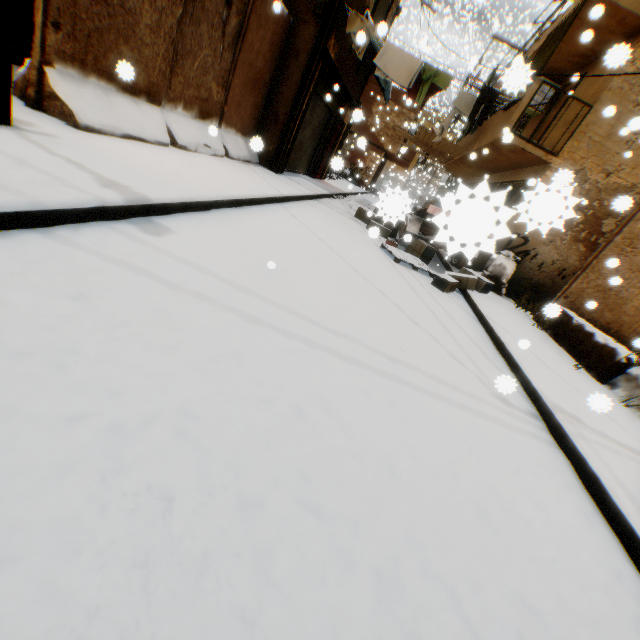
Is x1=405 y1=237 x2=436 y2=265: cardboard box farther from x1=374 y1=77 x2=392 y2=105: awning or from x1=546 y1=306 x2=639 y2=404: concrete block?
x1=374 y1=77 x2=392 y2=105: awning

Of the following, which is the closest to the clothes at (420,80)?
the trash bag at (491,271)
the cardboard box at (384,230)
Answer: the cardboard box at (384,230)

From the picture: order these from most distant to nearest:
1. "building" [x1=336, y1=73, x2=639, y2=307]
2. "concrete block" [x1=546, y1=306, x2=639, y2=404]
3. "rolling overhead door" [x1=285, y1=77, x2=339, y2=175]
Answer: "rolling overhead door" [x1=285, y1=77, x2=339, y2=175]
"concrete block" [x1=546, y1=306, x2=639, y2=404]
"building" [x1=336, y1=73, x2=639, y2=307]

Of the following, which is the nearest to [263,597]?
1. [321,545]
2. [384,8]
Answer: [321,545]

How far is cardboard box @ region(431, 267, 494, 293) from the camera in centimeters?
691cm

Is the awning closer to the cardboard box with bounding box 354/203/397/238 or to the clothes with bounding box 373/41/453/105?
the clothes with bounding box 373/41/453/105

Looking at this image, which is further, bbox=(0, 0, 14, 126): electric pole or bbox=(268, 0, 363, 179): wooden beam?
bbox=(268, 0, 363, 179): wooden beam

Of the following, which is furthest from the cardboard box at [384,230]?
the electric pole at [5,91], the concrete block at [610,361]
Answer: the electric pole at [5,91]
